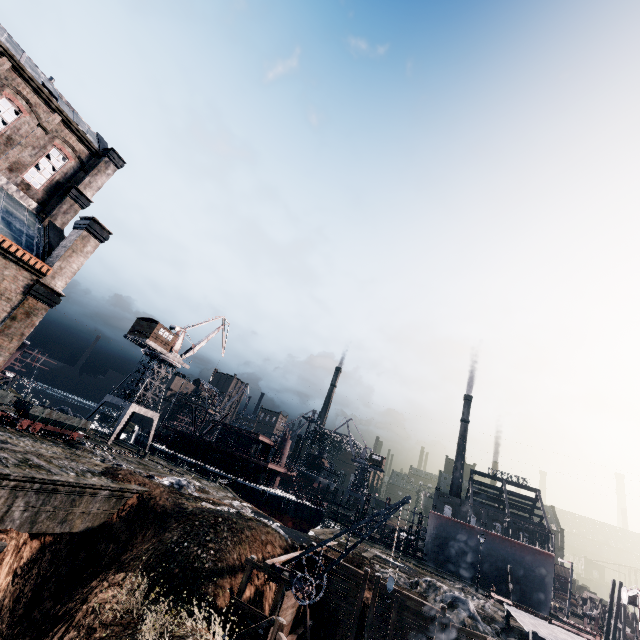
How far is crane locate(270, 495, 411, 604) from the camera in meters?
17.5 m

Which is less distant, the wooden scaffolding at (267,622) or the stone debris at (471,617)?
the wooden scaffolding at (267,622)

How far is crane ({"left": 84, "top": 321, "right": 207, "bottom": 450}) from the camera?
45.69m

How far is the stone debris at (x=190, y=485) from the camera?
28.0 meters

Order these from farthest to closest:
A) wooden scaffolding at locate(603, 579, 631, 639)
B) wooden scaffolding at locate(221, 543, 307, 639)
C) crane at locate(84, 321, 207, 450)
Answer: crane at locate(84, 321, 207, 450)
wooden scaffolding at locate(603, 579, 631, 639)
wooden scaffolding at locate(221, 543, 307, 639)

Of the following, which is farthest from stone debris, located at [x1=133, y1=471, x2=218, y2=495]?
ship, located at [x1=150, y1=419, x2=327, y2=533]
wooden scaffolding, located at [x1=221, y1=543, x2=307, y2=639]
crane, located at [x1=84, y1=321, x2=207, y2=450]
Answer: ship, located at [x1=150, y1=419, x2=327, y2=533]

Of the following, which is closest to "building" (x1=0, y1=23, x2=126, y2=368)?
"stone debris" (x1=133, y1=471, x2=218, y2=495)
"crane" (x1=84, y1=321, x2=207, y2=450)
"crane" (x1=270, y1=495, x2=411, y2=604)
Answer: "crane" (x1=270, y1=495, x2=411, y2=604)

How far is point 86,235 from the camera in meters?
18.1
